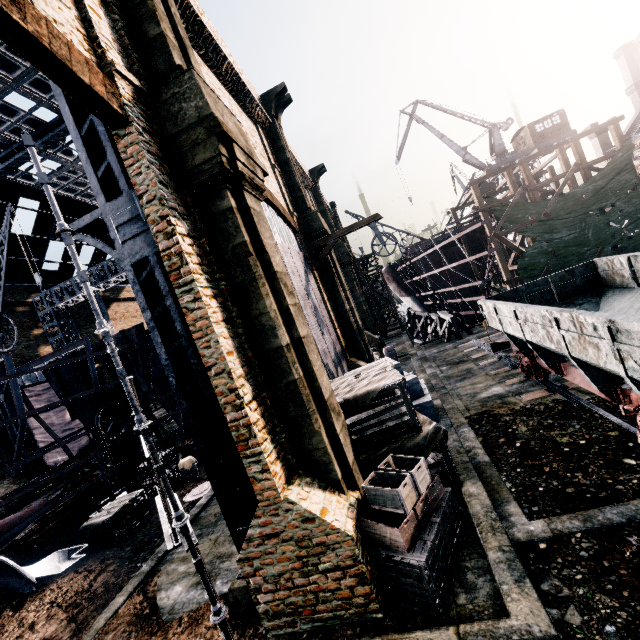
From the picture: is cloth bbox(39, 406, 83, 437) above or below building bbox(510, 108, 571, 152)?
below

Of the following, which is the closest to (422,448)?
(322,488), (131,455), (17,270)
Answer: (322,488)

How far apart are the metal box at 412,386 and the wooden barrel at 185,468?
11.8 meters

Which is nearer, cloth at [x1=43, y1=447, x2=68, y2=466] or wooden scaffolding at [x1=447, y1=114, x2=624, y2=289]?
wooden scaffolding at [x1=447, y1=114, x2=624, y2=289]

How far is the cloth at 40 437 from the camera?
26.5 meters

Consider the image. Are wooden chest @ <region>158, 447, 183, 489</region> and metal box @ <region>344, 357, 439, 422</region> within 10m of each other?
no

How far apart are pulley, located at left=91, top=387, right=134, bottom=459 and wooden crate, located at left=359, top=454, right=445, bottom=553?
14.39m

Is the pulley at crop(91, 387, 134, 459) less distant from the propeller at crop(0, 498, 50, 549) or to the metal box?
the propeller at crop(0, 498, 50, 549)
